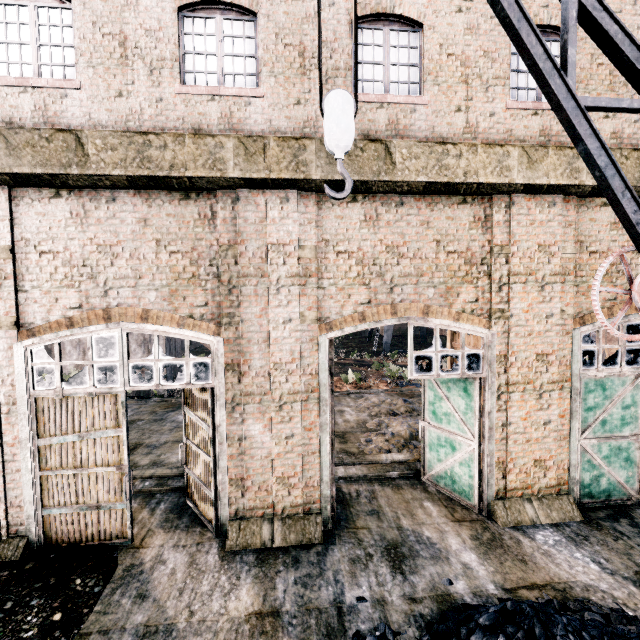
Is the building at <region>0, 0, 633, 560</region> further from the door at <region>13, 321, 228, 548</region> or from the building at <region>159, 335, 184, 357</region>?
the building at <region>159, 335, 184, 357</region>

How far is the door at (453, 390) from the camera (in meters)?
7.70

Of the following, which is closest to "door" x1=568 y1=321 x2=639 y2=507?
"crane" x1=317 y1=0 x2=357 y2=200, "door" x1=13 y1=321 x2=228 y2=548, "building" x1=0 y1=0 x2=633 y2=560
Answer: "building" x1=0 y1=0 x2=633 y2=560

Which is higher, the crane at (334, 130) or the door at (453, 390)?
the crane at (334, 130)

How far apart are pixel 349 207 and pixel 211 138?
3.3m

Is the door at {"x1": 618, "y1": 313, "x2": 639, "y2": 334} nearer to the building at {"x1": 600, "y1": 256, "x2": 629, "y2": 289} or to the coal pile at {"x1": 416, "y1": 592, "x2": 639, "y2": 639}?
the building at {"x1": 600, "y1": 256, "x2": 629, "y2": 289}

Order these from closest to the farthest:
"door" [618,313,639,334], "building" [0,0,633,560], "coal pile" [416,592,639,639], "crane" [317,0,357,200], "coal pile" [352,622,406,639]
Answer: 1. "crane" [317,0,357,200]
2. "coal pile" [416,592,639,639]
3. "coal pile" [352,622,406,639]
4. "building" [0,0,633,560]
5. "door" [618,313,639,334]

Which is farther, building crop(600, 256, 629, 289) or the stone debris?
the stone debris
